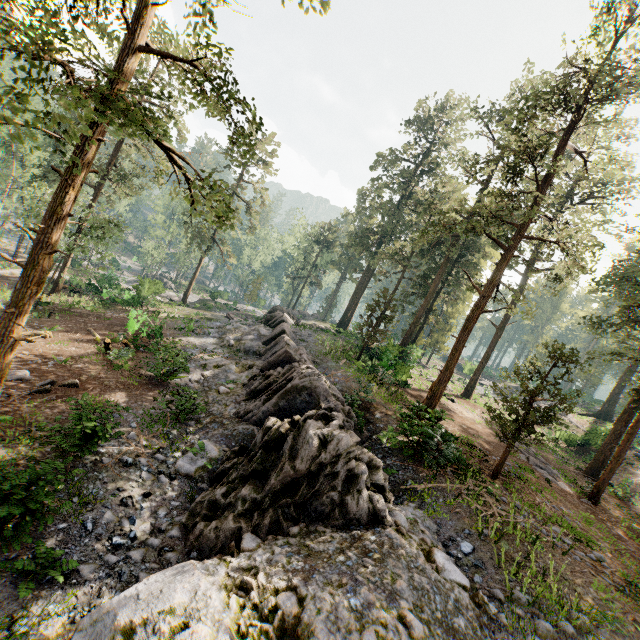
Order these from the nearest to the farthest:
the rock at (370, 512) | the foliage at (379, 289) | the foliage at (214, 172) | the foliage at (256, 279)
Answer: the foliage at (214, 172)
the rock at (370, 512)
the foliage at (379, 289)
the foliage at (256, 279)

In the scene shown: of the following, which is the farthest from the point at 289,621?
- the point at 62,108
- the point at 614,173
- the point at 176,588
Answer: the point at 614,173

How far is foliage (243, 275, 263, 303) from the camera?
53.53m

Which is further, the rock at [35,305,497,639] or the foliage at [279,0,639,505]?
the foliage at [279,0,639,505]

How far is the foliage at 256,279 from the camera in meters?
53.5 m

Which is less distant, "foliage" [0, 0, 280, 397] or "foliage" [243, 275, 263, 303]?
"foliage" [0, 0, 280, 397]

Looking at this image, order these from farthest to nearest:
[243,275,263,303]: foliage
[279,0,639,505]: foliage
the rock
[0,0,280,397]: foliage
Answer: [243,275,263,303]: foliage → [279,0,639,505]: foliage → the rock → [0,0,280,397]: foliage
